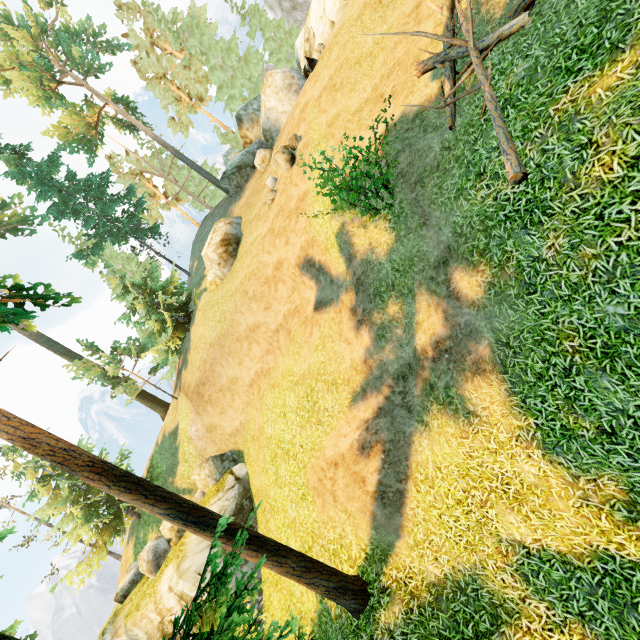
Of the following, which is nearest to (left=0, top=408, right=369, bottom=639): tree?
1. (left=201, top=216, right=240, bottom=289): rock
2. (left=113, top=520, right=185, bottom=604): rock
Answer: (left=113, top=520, right=185, bottom=604): rock

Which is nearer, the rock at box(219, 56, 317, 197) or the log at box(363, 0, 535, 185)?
the log at box(363, 0, 535, 185)

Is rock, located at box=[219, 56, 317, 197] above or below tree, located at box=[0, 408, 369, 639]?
above

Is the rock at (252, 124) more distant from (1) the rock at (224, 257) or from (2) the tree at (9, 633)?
(2) the tree at (9, 633)

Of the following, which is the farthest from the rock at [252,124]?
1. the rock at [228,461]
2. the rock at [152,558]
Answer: the rock at [152,558]

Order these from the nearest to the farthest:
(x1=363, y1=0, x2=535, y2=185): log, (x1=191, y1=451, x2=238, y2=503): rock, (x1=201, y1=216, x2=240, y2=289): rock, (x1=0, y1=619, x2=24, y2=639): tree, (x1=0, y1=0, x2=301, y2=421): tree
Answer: (x1=0, y1=619, x2=24, y2=639): tree → (x1=363, y1=0, x2=535, y2=185): log → (x1=191, y1=451, x2=238, y2=503): rock → (x1=201, y1=216, x2=240, y2=289): rock → (x1=0, y1=0, x2=301, y2=421): tree

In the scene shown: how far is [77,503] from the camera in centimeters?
2083cm
